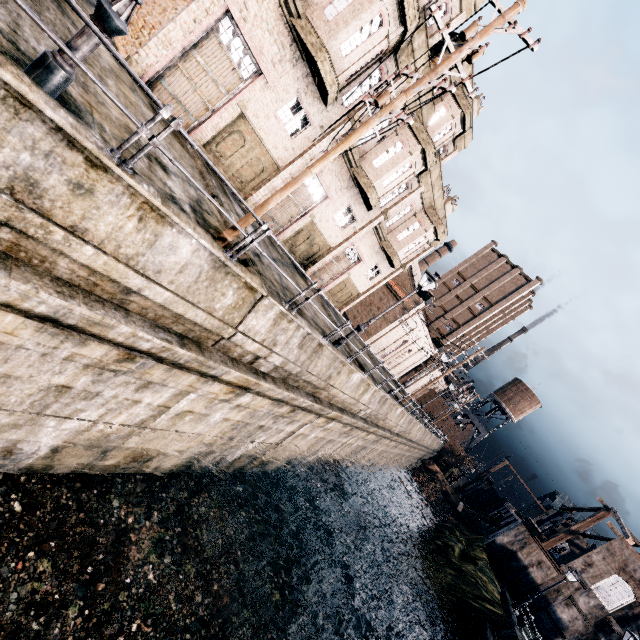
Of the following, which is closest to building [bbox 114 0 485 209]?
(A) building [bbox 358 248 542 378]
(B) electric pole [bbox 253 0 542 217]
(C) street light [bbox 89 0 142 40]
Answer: (B) electric pole [bbox 253 0 542 217]

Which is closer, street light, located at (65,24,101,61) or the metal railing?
the metal railing

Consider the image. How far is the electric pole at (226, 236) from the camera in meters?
8.3

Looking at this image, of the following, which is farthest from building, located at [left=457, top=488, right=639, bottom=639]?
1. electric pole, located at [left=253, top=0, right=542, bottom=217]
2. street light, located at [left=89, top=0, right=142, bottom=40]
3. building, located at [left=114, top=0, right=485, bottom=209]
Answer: street light, located at [left=89, top=0, right=142, bottom=40]

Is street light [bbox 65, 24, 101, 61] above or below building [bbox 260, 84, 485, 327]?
below

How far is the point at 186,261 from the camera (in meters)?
7.09

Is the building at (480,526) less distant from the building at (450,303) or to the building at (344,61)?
the building at (450,303)

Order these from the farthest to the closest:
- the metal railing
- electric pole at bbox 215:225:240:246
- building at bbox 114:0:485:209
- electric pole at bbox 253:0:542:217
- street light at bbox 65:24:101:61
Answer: building at bbox 114:0:485:209 < electric pole at bbox 215:225:240:246 < electric pole at bbox 253:0:542:217 < street light at bbox 65:24:101:61 < the metal railing
